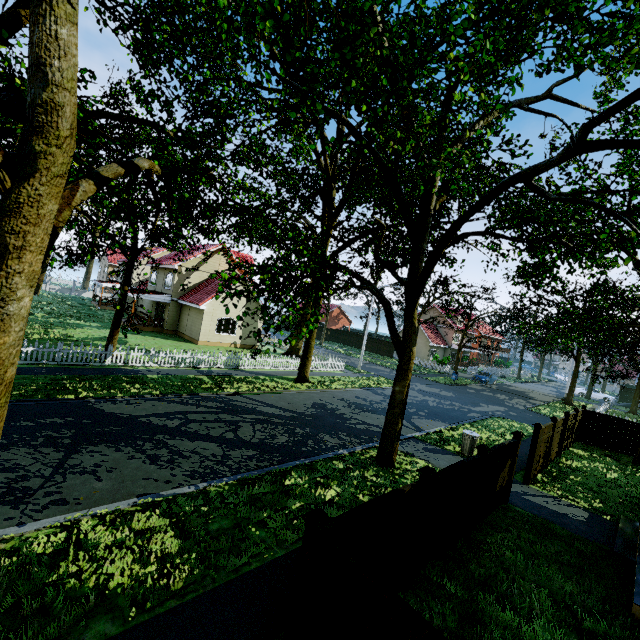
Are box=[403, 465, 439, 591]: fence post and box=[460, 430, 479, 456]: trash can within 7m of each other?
no

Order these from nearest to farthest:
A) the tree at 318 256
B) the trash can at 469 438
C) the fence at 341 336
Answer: the tree at 318 256, the trash can at 469 438, the fence at 341 336

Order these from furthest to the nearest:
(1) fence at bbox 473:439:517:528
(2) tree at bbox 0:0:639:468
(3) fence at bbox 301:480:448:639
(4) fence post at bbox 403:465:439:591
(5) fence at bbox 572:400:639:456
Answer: (5) fence at bbox 572:400:639:456
(1) fence at bbox 473:439:517:528
(4) fence post at bbox 403:465:439:591
(2) tree at bbox 0:0:639:468
(3) fence at bbox 301:480:448:639

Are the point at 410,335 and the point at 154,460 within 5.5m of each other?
no

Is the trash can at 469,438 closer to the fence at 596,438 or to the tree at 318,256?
the fence at 596,438

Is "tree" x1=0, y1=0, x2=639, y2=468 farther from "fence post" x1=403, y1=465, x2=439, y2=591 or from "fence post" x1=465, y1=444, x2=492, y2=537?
"fence post" x1=403, y1=465, x2=439, y2=591

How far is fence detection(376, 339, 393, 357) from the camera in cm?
4769

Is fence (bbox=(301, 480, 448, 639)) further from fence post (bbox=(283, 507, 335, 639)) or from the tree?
the tree
